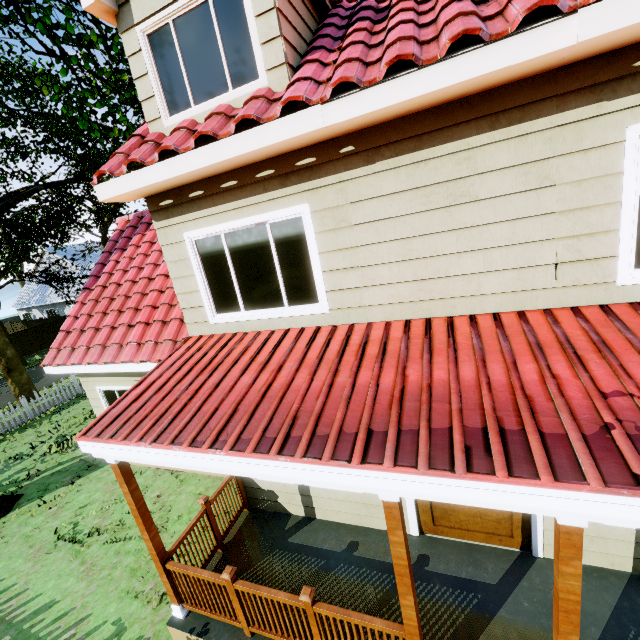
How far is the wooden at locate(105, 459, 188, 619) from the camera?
3.9m

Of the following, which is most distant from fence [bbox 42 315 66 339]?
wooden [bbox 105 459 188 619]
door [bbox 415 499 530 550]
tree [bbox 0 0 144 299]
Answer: door [bbox 415 499 530 550]

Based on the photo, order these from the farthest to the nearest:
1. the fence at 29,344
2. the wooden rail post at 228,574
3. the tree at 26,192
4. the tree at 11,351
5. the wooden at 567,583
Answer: the fence at 29,344 < the tree at 11,351 < the tree at 26,192 < the wooden rail post at 228,574 < the wooden at 567,583

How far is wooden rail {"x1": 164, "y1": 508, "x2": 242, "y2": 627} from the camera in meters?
4.1

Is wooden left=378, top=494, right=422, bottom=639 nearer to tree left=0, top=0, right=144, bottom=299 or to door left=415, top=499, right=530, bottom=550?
door left=415, top=499, right=530, bottom=550

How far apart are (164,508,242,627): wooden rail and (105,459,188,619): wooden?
0.0m

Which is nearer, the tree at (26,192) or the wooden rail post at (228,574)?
the wooden rail post at (228,574)

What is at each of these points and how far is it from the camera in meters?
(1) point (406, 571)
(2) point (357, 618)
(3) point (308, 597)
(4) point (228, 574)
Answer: (1) wooden, 2.8 m
(2) wooden rail, 3.3 m
(3) wooden rail post, 3.4 m
(4) wooden rail post, 3.8 m
